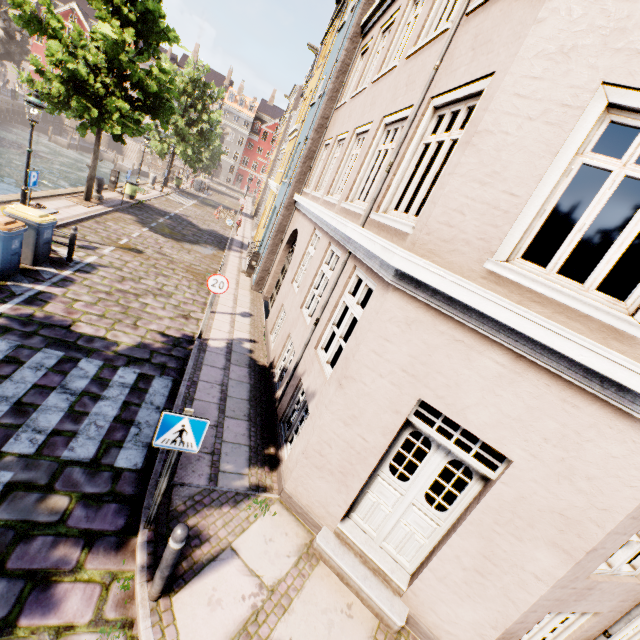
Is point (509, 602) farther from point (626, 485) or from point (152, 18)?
point (152, 18)

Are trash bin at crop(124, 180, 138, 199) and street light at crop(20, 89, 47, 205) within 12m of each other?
yes

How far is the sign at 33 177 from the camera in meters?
9.2

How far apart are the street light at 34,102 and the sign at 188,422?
10.91m

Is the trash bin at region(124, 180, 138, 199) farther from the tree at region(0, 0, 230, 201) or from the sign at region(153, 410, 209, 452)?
the sign at region(153, 410, 209, 452)

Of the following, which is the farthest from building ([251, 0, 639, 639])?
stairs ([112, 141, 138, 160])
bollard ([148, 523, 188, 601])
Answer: bollard ([148, 523, 188, 601])

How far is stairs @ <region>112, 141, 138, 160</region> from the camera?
48.08m

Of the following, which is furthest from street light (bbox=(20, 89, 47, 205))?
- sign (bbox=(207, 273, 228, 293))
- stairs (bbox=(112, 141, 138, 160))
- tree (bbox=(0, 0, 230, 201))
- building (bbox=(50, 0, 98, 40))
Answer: stairs (bbox=(112, 141, 138, 160))
